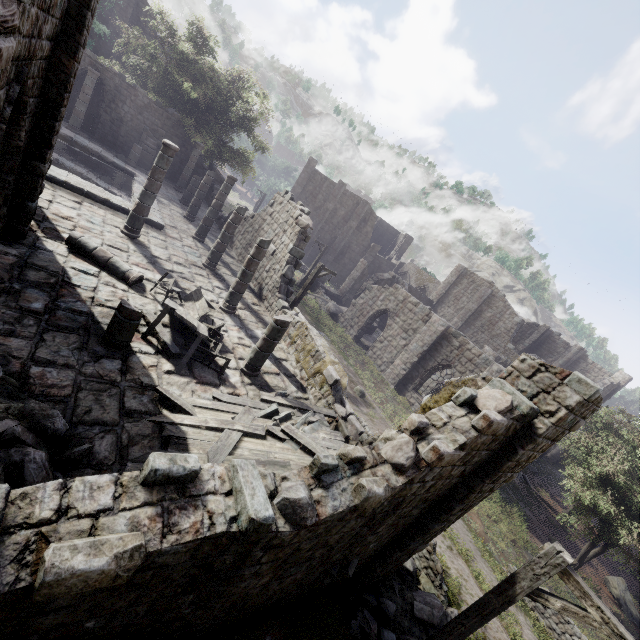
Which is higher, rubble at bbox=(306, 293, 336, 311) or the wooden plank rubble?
the wooden plank rubble

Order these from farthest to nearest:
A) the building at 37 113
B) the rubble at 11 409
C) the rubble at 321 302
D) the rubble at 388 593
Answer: the rubble at 321 302 < the rubble at 388 593 < the rubble at 11 409 < the building at 37 113

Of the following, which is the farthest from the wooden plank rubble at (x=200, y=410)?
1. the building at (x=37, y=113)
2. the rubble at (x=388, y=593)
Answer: the rubble at (x=388, y=593)

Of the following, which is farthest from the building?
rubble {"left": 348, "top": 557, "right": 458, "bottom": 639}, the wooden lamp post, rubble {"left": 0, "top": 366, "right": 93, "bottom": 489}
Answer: the wooden lamp post

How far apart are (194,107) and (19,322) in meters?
25.2

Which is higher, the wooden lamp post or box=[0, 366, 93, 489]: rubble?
the wooden lamp post

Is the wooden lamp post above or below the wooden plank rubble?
above

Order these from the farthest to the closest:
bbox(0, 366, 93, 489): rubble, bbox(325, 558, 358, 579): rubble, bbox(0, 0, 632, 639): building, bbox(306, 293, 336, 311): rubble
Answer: bbox(306, 293, 336, 311): rubble, bbox(325, 558, 358, 579): rubble, bbox(0, 366, 93, 489): rubble, bbox(0, 0, 632, 639): building
